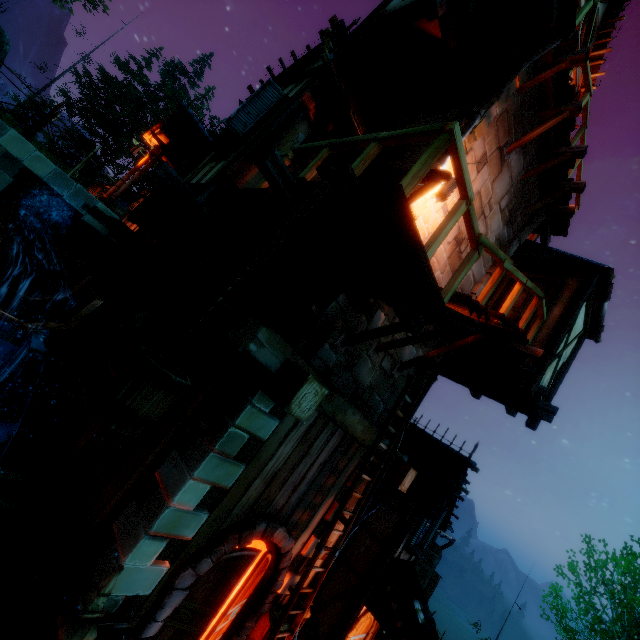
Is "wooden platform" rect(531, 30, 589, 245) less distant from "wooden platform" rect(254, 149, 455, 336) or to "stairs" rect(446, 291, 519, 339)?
"stairs" rect(446, 291, 519, 339)

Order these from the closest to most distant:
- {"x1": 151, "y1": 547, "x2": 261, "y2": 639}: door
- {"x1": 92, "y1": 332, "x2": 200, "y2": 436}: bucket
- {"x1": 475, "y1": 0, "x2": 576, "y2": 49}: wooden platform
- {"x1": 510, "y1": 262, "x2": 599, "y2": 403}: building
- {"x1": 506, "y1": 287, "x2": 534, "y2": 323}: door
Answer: {"x1": 92, "y1": 332, "x2": 200, "y2": 436}: bucket, {"x1": 151, "y1": 547, "x2": 261, "y2": 639}: door, {"x1": 475, "y1": 0, "x2": 576, "y2": 49}: wooden platform, {"x1": 510, "y1": 262, "x2": 599, "y2": 403}: building, {"x1": 506, "y1": 287, "x2": 534, "y2": 323}: door

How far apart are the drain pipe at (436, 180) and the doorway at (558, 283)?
3.9 meters

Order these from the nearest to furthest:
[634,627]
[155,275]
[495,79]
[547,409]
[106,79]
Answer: [495,79] < [155,275] < [547,409] < [634,627] < [106,79]

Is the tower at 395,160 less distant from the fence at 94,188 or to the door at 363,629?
the door at 363,629

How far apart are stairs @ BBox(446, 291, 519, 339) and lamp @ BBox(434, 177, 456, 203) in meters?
1.5 m

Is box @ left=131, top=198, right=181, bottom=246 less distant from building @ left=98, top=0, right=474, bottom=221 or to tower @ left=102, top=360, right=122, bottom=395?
building @ left=98, top=0, right=474, bottom=221

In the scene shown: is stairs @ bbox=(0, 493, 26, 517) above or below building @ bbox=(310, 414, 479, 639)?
below
